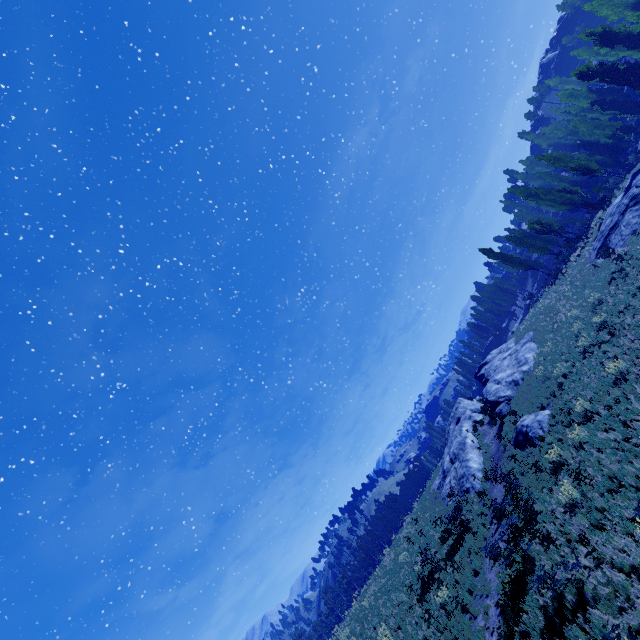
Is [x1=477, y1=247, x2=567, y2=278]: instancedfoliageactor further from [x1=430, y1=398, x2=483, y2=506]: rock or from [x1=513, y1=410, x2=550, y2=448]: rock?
[x1=430, y1=398, x2=483, y2=506]: rock

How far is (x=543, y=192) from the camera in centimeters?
4472cm

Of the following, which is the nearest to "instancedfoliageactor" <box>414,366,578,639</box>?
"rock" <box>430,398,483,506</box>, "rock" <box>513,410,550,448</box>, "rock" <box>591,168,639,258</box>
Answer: "rock" <box>591,168,639,258</box>

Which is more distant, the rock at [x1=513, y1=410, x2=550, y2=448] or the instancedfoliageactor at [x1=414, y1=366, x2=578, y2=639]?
the rock at [x1=513, y1=410, x2=550, y2=448]

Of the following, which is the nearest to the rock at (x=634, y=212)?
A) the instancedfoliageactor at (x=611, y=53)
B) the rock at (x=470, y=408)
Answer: the instancedfoliageactor at (x=611, y=53)

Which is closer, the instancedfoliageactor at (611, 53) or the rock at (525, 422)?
the rock at (525, 422)

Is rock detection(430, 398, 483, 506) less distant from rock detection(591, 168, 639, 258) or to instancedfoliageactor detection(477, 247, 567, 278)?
rock detection(591, 168, 639, 258)
